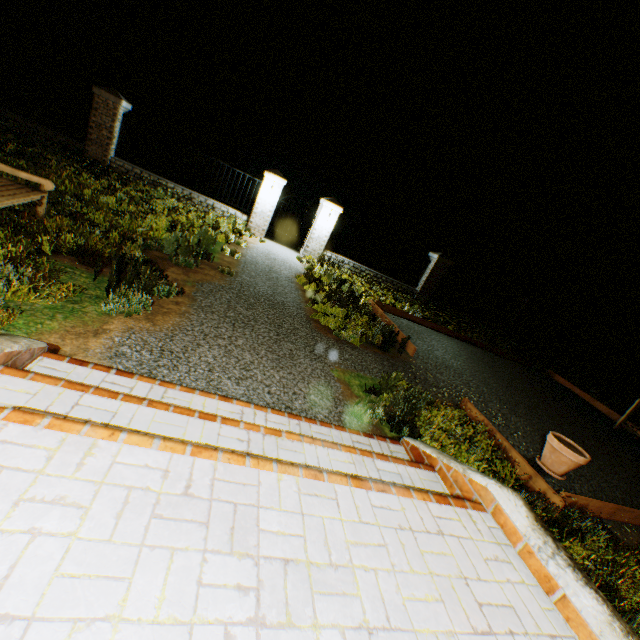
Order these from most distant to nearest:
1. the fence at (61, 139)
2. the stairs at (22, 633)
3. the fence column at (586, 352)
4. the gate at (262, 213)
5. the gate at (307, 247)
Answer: the fence column at (586, 352), the gate at (307, 247), the gate at (262, 213), the fence at (61, 139), the stairs at (22, 633)

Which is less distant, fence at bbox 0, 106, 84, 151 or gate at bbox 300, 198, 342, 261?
fence at bbox 0, 106, 84, 151

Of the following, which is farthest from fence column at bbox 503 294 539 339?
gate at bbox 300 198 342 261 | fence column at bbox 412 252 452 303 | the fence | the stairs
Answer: the fence

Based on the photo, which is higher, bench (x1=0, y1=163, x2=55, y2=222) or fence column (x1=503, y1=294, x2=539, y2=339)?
fence column (x1=503, y1=294, x2=539, y2=339)

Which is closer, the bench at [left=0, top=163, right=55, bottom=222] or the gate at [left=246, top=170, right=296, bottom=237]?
the bench at [left=0, top=163, right=55, bottom=222]

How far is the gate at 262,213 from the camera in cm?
1181

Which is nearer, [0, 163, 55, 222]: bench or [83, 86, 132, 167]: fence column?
[0, 163, 55, 222]: bench

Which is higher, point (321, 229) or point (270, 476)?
point (321, 229)
